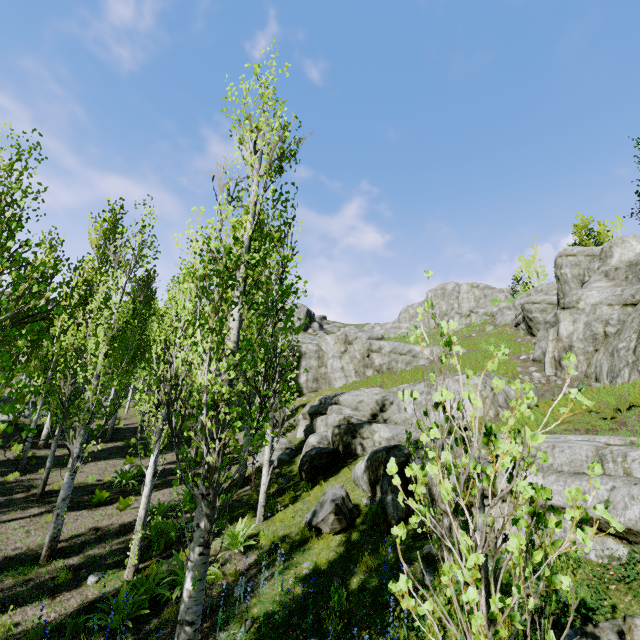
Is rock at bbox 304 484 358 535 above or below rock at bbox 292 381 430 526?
below

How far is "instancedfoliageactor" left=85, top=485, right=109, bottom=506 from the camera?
11.2 meters

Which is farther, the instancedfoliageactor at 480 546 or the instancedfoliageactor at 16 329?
the instancedfoliageactor at 16 329

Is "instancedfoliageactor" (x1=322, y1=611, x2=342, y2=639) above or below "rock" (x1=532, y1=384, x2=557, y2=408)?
below

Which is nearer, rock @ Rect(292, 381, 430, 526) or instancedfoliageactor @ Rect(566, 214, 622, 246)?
rock @ Rect(292, 381, 430, 526)

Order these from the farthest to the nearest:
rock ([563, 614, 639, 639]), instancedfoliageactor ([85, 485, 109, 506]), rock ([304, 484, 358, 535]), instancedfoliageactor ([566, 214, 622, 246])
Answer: instancedfoliageactor ([566, 214, 622, 246]) < instancedfoliageactor ([85, 485, 109, 506]) < rock ([304, 484, 358, 535]) < rock ([563, 614, 639, 639])

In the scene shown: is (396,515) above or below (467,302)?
below

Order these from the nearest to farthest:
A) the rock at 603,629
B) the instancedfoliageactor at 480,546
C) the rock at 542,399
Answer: the instancedfoliageactor at 480,546 < the rock at 603,629 < the rock at 542,399
